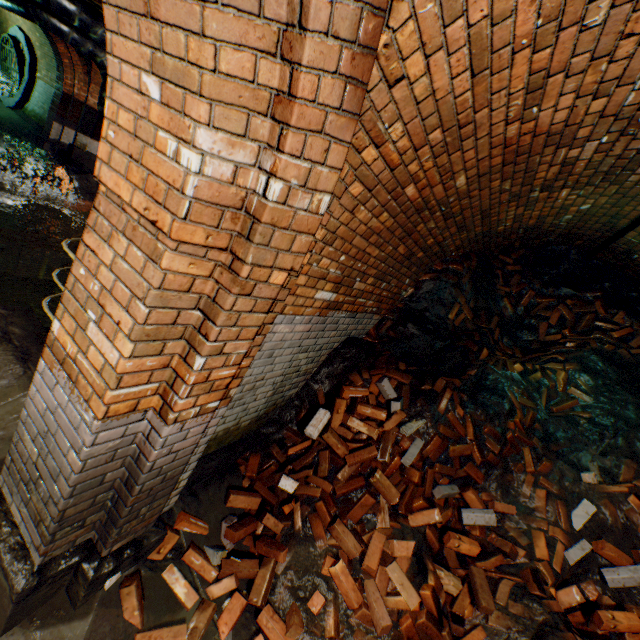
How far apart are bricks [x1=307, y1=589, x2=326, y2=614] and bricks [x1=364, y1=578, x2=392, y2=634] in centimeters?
14cm

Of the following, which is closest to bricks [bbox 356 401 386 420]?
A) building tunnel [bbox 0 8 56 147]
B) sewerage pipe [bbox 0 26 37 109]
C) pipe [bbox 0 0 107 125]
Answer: pipe [bbox 0 0 107 125]

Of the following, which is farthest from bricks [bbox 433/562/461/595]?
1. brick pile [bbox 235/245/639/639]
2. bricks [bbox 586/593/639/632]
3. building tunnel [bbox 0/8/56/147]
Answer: building tunnel [bbox 0/8/56/147]

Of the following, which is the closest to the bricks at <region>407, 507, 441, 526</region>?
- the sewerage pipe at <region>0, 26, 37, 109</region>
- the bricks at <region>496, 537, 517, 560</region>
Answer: the bricks at <region>496, 537, 517, 560</region>

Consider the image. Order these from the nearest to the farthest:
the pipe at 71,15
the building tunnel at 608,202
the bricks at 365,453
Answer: the building tunnel at 608,202, the bricks at 365,453, the pipe at 71,15

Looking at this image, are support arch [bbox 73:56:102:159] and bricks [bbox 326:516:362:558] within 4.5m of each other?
no

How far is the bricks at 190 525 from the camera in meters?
2.4 m

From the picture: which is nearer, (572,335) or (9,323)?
(9,323)
